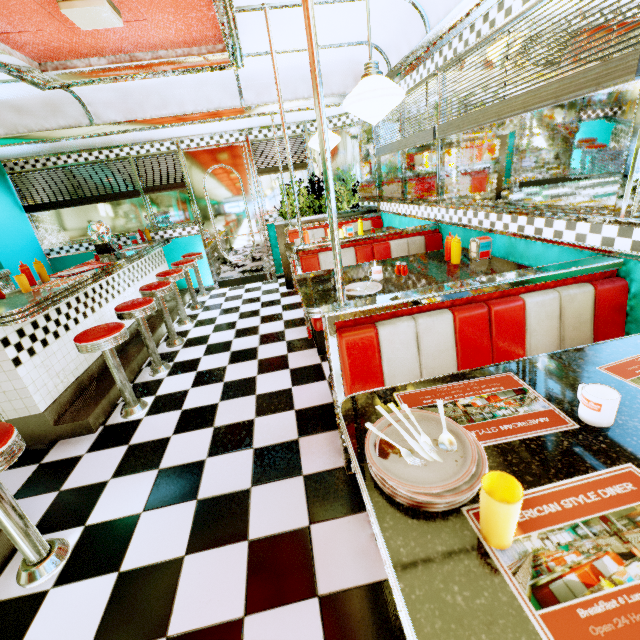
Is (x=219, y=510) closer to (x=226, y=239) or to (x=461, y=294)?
(x=461, y=294)

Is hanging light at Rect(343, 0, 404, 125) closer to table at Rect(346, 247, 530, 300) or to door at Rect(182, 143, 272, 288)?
table at Rect(346, 247, 530, 300)

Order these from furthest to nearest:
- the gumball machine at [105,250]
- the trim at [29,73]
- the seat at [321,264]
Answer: the gumball machine at [105,250] < the seat at [321,264] < the trim at [29,73]

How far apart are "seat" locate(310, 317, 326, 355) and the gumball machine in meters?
2.8

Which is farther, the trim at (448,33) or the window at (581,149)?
the trim at (448,33)

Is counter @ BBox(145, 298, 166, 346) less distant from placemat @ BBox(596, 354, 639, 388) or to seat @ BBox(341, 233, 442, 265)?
seat @ BBox(341, 233, 442, 265)

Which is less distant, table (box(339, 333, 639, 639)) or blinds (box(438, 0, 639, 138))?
table (box(339, 333, 639, 639))

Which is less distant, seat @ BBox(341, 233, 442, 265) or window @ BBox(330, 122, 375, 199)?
seat @ BBox(341, 233, 442, 265)
